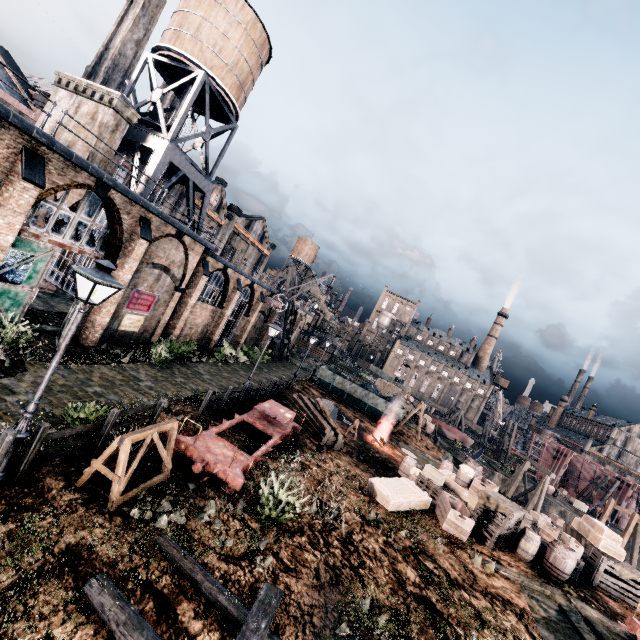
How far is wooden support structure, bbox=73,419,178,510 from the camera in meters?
8.2

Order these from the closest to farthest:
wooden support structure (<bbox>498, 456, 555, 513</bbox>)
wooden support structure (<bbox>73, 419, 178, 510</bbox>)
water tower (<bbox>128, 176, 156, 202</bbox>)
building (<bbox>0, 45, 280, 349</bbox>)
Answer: wooden support structure (<bbox>73, 419, 178, 510</bbox>), building (<bbox>0, 45, 280, 349</bbox>), water tower (<bbox>128, 176, 156, 202</bbox>), wooden support structure (<bbox>498, 456, 555, 513</bbox>)

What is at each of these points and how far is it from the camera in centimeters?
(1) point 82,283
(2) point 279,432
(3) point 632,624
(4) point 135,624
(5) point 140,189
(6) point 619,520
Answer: (1) building, 2527cm
(2) rail car base, 1644cm
(3) rail car base, 1194cm
(4) wooden scaffolding, 534cm
(5) water tower, 2125cm
(6) ship construction, 5181cm

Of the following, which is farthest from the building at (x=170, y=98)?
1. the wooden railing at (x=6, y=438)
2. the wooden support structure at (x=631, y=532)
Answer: the wooden support structure at (x=631, y=532)

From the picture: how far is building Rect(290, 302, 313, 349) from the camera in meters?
52.4

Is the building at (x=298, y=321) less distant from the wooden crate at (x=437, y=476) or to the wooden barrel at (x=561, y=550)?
the wooden crate at (x=437, y=476)

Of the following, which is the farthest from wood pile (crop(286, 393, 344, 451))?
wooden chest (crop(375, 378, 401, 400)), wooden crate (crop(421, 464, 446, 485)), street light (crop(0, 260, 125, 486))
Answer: wooden chest (crop(375, 378, 401, 400))

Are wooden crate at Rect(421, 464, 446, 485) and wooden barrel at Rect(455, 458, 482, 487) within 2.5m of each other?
yes
